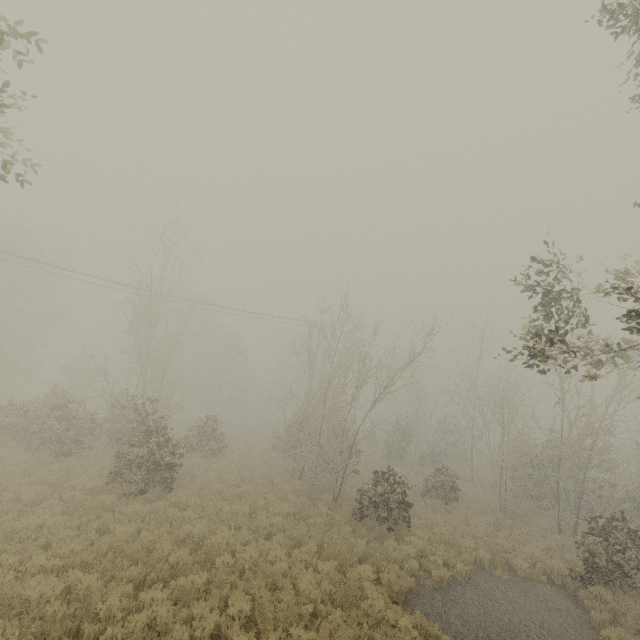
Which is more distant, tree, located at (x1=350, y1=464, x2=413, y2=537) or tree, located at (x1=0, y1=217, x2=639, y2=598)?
tree, located at (x1=350, y1=464, x2=413, y2=537)

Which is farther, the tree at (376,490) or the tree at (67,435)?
the tree at (376,490)

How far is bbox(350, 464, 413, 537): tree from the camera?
13.2m

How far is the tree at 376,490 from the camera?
13.2 meters

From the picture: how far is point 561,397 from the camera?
5.2m
